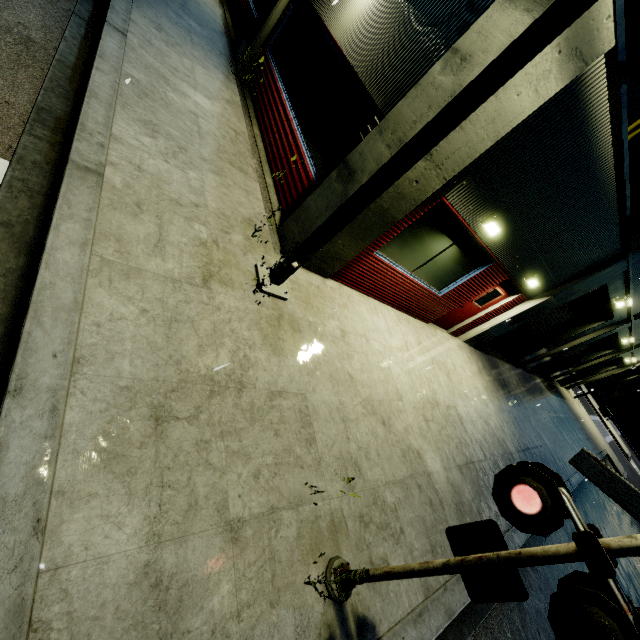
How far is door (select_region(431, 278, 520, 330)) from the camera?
9.16m

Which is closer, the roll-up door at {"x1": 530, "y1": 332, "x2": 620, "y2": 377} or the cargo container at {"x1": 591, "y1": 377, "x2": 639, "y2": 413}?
the roll-up door at {"x1": 530, "y1": 332, "x2": 620, "y2": 377}

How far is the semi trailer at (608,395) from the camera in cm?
4969

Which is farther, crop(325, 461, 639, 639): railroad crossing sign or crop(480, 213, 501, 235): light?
crop(480, 213, 501, 235): light

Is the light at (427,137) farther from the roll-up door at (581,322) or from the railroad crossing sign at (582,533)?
the roll-up door at (581,322)

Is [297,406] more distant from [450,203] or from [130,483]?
[450,203]

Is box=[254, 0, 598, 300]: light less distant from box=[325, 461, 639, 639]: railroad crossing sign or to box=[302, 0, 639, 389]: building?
box=[302, 0, 639, 389]: building
